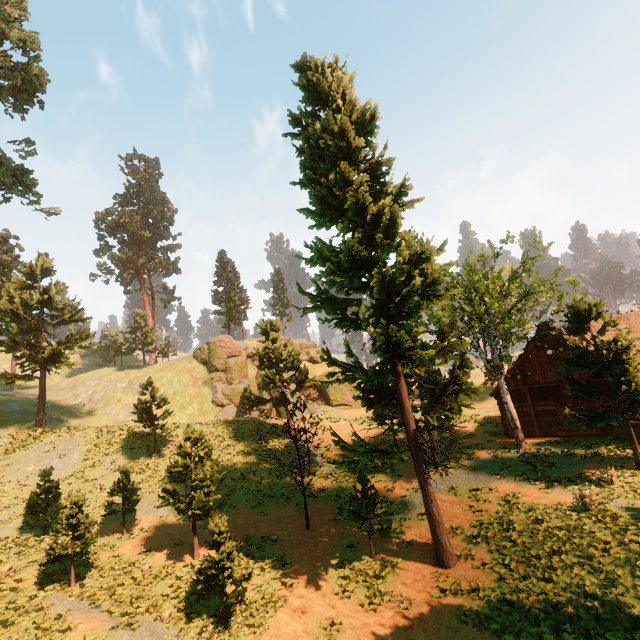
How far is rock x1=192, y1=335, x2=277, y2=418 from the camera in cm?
3884

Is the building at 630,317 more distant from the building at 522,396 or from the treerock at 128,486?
the building at 522,396

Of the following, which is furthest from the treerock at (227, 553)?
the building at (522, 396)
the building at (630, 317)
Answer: the building at (522, 396)

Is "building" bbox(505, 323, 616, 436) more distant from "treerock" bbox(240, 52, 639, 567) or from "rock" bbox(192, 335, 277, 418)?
Answer: "rock" bbox(192, 335, 277, 418)

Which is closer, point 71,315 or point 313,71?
point 313,71

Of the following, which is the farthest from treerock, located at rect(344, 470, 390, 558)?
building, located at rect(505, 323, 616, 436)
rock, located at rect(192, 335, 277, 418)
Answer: rock, located at rect(192, 335, 277, 418)

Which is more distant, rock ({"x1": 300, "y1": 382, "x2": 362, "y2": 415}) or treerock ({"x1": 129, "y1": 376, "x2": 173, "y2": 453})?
rock ({"x1": 300, "y1": 382, "x2": 362, "y2": 415})
